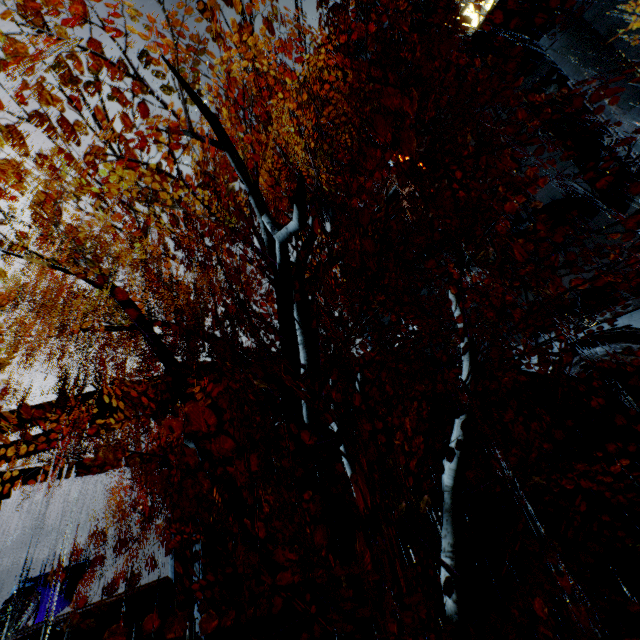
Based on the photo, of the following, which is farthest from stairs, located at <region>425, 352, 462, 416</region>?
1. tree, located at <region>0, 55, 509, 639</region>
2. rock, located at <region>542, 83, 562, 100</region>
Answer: rock, located at <region>542, 83, 562, 100</region>

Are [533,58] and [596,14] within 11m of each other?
yes

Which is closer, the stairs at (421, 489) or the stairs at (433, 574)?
the stairs at (433, 574)

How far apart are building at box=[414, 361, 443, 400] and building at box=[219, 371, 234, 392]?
10.8m

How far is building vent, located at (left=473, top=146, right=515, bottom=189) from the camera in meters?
22.5 m

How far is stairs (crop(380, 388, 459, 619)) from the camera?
10.11m

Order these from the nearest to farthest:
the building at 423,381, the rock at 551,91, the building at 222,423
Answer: the building at 222,423
the building at 423,381
the rock at 551,91

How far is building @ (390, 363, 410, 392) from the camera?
18.4 meters
